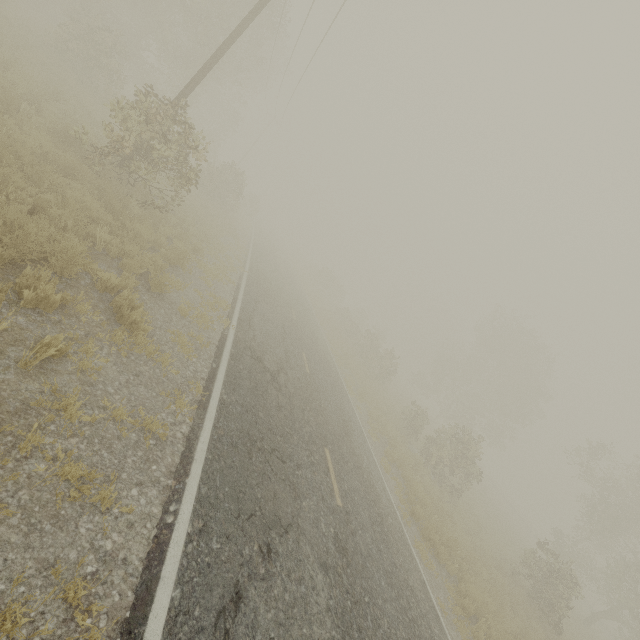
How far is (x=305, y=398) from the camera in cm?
1028

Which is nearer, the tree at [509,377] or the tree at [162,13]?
the tree at [162,13]

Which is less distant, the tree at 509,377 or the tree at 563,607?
the tree at 563,607

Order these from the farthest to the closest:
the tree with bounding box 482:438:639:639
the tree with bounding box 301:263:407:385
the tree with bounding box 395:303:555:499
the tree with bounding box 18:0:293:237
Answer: the tree with bounding box 301:263:407:385, the tree with bounding box 395:303:555:499, the tree with bounding box 482:438:639:639, the tree with bounding box 18:0:293:237

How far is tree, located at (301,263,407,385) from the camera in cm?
2741

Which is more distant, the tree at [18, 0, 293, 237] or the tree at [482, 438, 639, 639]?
the tree at [482, 438, 639, 639]
